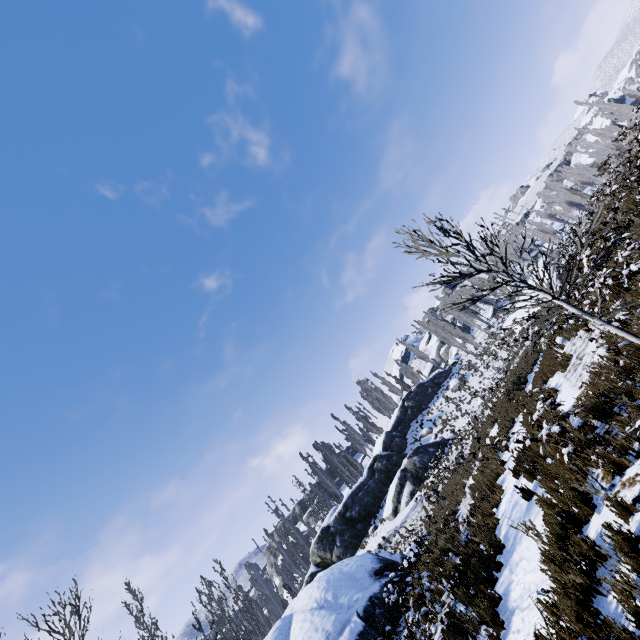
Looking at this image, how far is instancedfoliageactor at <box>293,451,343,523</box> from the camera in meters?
40.7

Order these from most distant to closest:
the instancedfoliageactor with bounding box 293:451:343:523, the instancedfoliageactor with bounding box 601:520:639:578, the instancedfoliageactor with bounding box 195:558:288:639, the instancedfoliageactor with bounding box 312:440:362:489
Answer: the instancedfoliageactor with bounding box 312:440:362:489 → the instancedfoliageactor with bounding box 293:451:343:523 → the instancedfoliageactor with bounding box 195:558:288:639 → the instancedfoliageactor with bounding box 601:520:639:578

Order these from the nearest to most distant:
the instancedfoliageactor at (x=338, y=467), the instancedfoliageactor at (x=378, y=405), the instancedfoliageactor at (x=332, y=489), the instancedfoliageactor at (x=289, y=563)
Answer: the instancedfoliageactor at (x=289, y=563) → the instancedfoliageactor at (x=332, y=489) → the instancedfoliageactor at (x=338, y=467) → the instancedfoliageactor at (x=378, y=405)

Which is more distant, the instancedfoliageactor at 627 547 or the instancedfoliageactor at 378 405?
the instancedfoliageactor at 378 405

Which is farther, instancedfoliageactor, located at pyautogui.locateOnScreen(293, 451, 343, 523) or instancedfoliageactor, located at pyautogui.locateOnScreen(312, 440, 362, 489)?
instancedfoliageactor, located at pyautogui.locateOnScreen(312, 440, 362, 489)

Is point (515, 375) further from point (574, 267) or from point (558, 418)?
point (558, 418)
